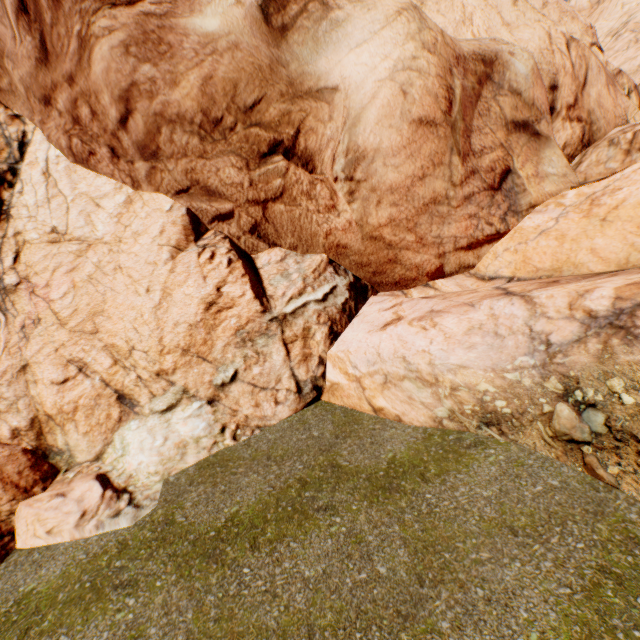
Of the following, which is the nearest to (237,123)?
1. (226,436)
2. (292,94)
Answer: (292,94)
